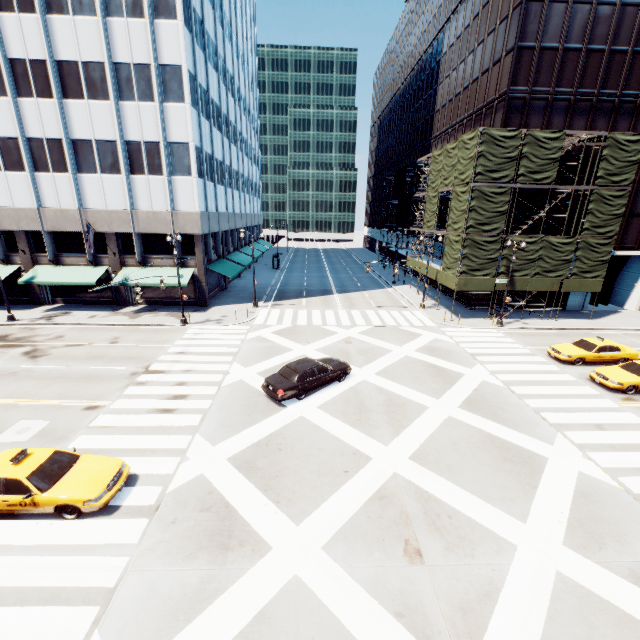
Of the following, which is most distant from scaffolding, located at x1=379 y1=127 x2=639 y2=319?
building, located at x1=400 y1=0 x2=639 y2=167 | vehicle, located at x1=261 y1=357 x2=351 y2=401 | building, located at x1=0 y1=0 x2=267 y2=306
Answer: building, located at x1=0 y1=0 x2=267 y2=306

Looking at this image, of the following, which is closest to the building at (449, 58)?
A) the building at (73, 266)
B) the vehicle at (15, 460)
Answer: the building at (73, 266)

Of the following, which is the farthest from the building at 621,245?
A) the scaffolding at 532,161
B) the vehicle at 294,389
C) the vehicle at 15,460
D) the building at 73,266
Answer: the vehicle at 15,460

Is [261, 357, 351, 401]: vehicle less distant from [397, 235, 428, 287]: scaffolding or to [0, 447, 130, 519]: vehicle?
[0, 447, 130, 519]: vehicle

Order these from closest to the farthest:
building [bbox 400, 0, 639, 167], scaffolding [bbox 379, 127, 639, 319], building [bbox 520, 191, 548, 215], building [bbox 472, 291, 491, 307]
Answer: scaffolding [bbox 379, 127, 639, 319]
building [bbox 400, 0, 639, 167]
building [bbox 520, 191, 548, 215]
building [bbox 472, 291, 491, 307]

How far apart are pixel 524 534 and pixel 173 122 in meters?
34.0

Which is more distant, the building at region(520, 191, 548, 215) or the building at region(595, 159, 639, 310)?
the building at region(595, 159, 639, 310)

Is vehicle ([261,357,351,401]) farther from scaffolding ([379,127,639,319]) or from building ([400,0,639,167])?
building ([400,0,639,167])
